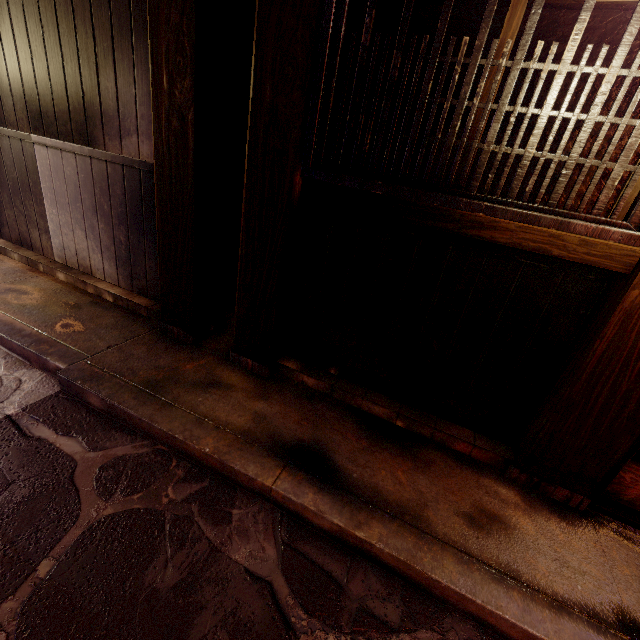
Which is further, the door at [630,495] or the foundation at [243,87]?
the foundation at [243,87]

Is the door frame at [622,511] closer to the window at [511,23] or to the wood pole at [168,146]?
the window at [511,23]

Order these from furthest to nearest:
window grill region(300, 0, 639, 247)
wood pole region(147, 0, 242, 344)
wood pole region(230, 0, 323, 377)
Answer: wood pole region(147, 0, 242, 344) < wood pole region(230, 0, 323, 377) < window grill region(300, 0, 639, 247)

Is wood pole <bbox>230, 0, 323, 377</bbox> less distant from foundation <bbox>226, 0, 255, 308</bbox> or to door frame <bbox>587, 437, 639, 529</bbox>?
foundation <bbox>226, 0, 255, 308</bbox>

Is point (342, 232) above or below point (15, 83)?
below

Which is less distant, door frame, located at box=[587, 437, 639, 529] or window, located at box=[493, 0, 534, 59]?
window, located at box=[493, 0, 534, 59]

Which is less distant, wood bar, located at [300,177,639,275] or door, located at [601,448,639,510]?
wood bar, located at [300,177,639,275]

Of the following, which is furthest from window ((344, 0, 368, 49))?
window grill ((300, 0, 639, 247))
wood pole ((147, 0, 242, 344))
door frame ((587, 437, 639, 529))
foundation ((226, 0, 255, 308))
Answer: foundation ((226, 0, 255, 308))
